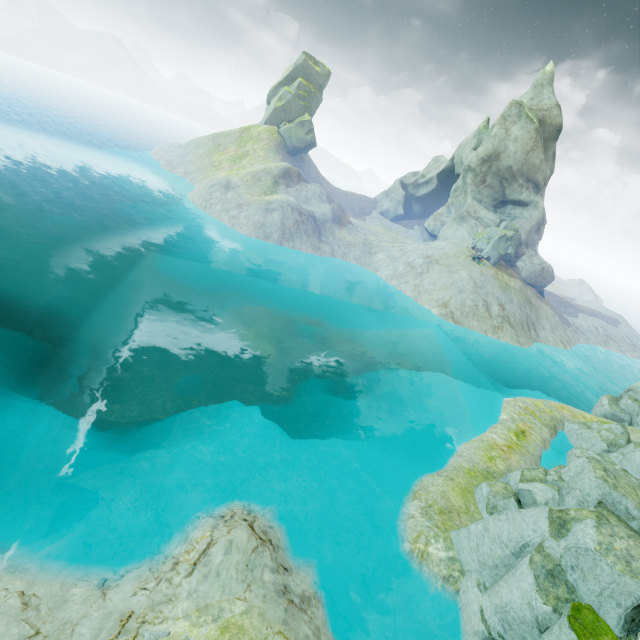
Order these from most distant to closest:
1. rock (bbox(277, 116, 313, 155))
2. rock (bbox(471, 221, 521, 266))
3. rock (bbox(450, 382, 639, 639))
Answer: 1. rock (bbox(277, 116, 313, 155))
2. rock (bbox(471, 221, 521, 266))
3. rock (bbox(450, 382, 639, 639))

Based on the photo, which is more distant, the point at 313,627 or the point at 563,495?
the point at 563,495

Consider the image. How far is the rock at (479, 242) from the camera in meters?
42.2 m

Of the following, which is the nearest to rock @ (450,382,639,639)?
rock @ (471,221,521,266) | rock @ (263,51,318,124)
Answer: rock @ (471,221,521,266)

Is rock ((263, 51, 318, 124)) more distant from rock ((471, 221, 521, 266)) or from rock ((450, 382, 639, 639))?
rock ((450, 382, 639, 639))

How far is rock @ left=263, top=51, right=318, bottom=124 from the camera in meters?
58.9

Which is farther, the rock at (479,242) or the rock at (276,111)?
the rock at (276,111)
